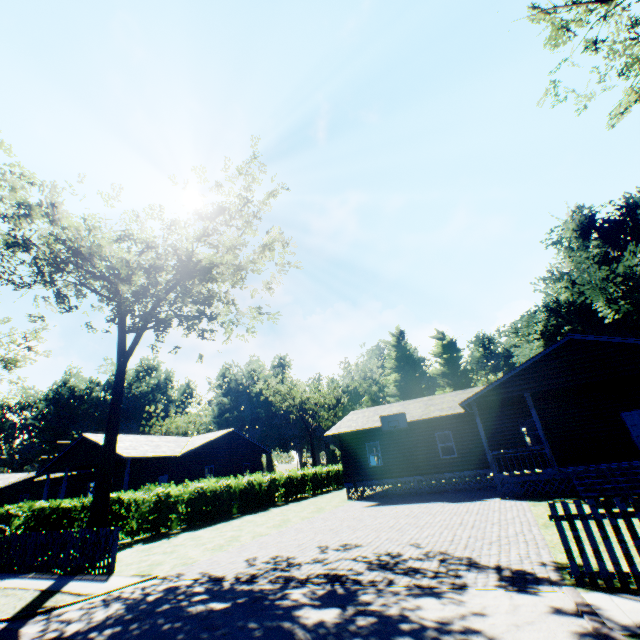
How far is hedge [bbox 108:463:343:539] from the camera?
16.58m

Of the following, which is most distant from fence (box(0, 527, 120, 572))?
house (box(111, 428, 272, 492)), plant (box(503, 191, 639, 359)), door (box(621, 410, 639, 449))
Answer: door (box(621, 410, 639, 449))

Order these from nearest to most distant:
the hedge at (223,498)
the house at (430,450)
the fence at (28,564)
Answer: Answer:
1. the fence at (28,564)
2. the house at (430,450)
3. the hedge at (223,498)

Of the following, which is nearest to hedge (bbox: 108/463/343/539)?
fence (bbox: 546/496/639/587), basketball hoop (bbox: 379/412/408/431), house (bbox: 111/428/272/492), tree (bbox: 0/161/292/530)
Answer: tree (bbox: 0/161/292/530)

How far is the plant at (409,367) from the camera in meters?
54.9 m

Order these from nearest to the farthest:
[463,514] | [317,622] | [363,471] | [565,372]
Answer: [317,622]
[463,514]
[565,372]
[363,471]

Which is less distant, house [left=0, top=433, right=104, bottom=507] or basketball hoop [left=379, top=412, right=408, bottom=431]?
basketball hoop [left=379, top=412, right=408, bottom=431]

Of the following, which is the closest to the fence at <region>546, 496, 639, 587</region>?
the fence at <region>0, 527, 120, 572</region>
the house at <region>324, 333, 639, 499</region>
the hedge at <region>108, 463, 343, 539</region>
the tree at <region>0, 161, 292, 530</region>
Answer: the house at <region>324, 333, 639, 499</region>
